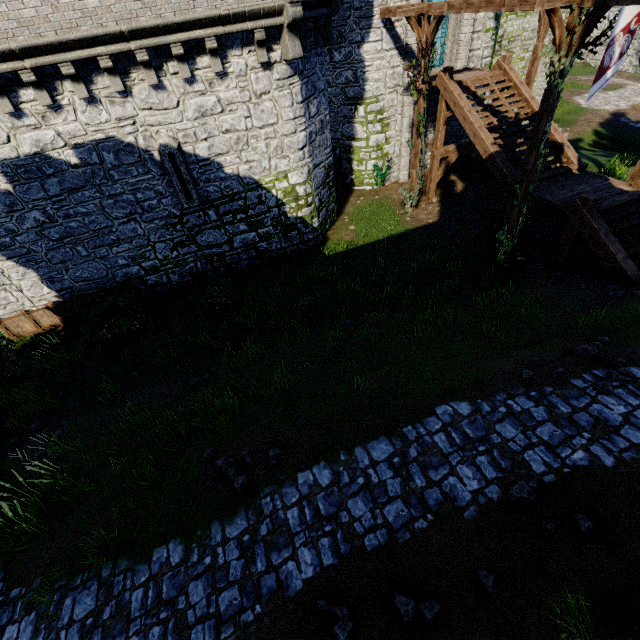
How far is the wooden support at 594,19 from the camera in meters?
7.1

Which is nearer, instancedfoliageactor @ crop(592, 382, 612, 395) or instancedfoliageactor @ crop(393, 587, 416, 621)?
instancedfoliageactor @ crop(393, 587, 416, 621)

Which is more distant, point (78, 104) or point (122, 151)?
point (122, 151)

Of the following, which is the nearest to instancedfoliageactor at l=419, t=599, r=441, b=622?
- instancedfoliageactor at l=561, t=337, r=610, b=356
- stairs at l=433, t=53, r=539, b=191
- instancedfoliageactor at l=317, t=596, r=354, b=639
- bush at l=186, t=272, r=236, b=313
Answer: instancedfoliageactor at l=317, t=596, r=354, b=639

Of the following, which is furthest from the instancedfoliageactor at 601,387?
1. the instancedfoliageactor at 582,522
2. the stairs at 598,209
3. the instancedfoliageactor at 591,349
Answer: the stairs at 598,209

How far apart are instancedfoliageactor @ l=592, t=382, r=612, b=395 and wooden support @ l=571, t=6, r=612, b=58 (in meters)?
7.90

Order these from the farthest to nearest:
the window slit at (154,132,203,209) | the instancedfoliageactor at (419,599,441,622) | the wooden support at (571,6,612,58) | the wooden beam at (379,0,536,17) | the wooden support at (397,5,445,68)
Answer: the wooden support at (397,5,445,68) < the window slit at (154,132,203,209) < the wooden beam at (379,0,536,17) < the wooden support at (571,6,612,58) < the instancedfoliageactor at (419,599,441,622)

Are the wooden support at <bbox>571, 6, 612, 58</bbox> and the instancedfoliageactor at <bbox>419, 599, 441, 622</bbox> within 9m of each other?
no
